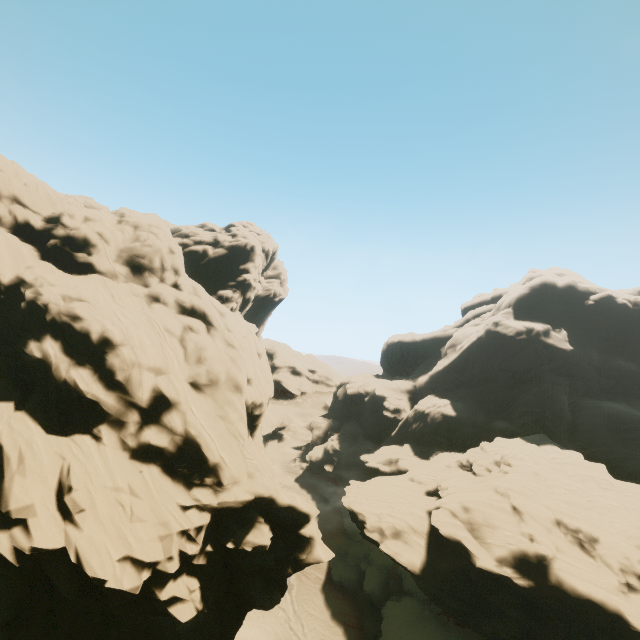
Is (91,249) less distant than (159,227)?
Yes
